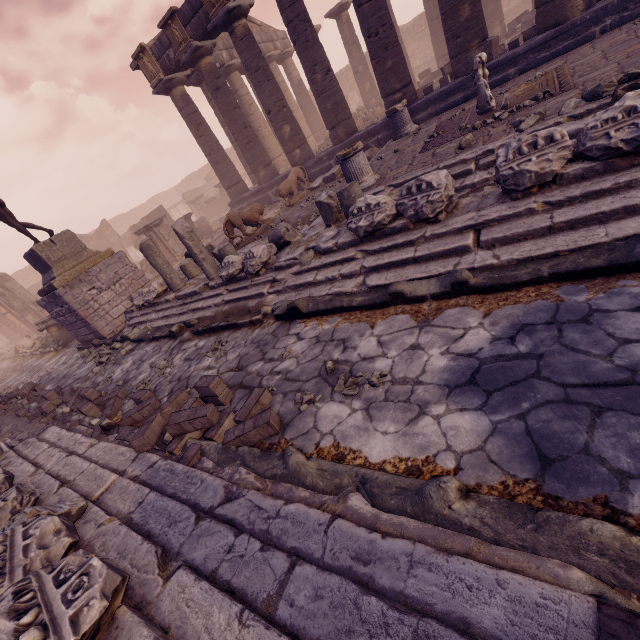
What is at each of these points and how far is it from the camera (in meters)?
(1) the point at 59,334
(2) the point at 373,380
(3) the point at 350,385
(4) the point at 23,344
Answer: (1) column piece, 13.27
(2) stone, 3.15
(3) stone, 3.25
(4) sculpture, 15.02

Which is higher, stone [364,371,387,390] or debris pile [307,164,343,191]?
debris pile [307,164,343,191]

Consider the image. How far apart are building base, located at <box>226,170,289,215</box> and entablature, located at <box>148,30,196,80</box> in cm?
529

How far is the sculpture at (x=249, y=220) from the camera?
9.9 meters

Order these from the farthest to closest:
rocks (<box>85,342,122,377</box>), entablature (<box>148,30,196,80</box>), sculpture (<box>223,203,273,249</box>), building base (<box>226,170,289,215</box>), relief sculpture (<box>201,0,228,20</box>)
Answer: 1. building base (<box>226,170,289,215</box>)
2. entablature (<box>148,30,196,80</box>)
3. relief sculpture (<box>201,0,228,20</box>)
4. sculpture (<box>223,203,273,249</box>)
5. rocks (<box>85,342,122,377</box>)

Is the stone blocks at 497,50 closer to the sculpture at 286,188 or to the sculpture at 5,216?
the sculpture at 286,188

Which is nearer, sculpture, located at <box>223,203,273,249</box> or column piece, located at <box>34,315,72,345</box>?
sculpture, located at <box>223,203,273,249</box>

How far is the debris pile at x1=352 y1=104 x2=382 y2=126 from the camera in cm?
1625
